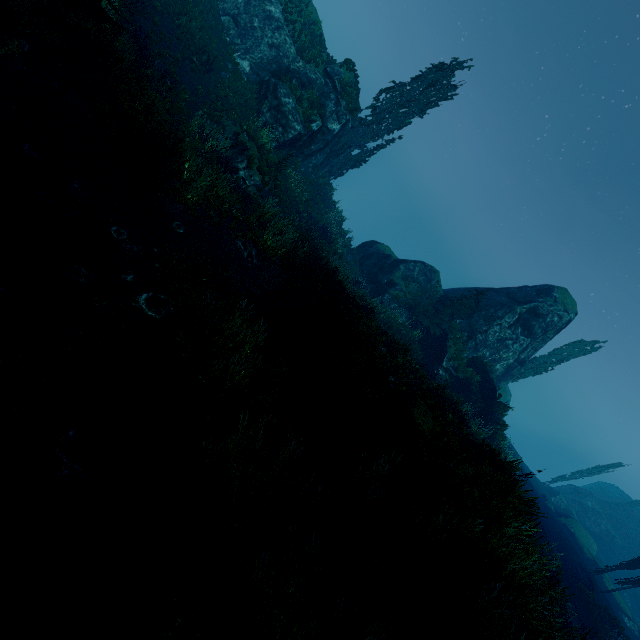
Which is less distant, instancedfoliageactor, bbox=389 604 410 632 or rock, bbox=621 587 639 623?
instancedfoliageactor, bbox=389 604 410 632

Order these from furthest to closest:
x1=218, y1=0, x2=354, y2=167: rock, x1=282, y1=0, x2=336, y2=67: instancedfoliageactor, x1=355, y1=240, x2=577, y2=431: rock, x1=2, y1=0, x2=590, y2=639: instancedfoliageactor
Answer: x1=355, y1=240, x2=577, y2=431: rock, x1=282, y1=0, x2=336, y2=67: instancedfoliageactor, x1=218, y1=0, x2=354, y2=167: rock, x1=2, y1=0, x2=590, y2=639: instancedfoliageactor

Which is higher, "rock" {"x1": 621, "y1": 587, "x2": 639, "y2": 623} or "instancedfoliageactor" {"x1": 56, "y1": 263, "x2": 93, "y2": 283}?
"rock" {"x1": 621, "y1": 587, "x2": 639, "y2": 623}

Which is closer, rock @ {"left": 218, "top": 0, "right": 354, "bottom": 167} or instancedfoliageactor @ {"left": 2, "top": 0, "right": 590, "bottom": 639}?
instancedfoliageactor @ {"left": 2, "top": 0, "right": 590, "bottom": 639}

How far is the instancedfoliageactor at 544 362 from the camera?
34.4 meters

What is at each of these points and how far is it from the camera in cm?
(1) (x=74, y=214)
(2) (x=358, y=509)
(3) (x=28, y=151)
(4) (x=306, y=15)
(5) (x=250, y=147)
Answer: (1) instancedfoliageactor, 751
(2) instancedfoliageactor, 586
(3) instancedfoliageactor, 754
(4) instancedfoliageactor, 2428
(5) rock, 1706

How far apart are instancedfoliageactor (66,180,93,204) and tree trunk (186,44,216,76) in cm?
1395

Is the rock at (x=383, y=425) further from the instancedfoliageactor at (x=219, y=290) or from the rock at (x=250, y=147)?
the rock at (x=250, y=147)
